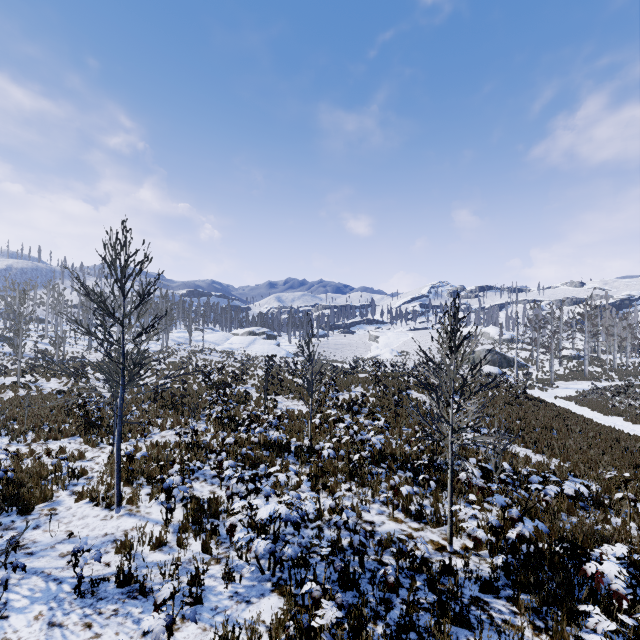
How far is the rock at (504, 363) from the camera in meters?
43.8 m

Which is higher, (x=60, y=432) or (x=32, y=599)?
(x=32, y=599)

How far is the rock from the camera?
43.8m
